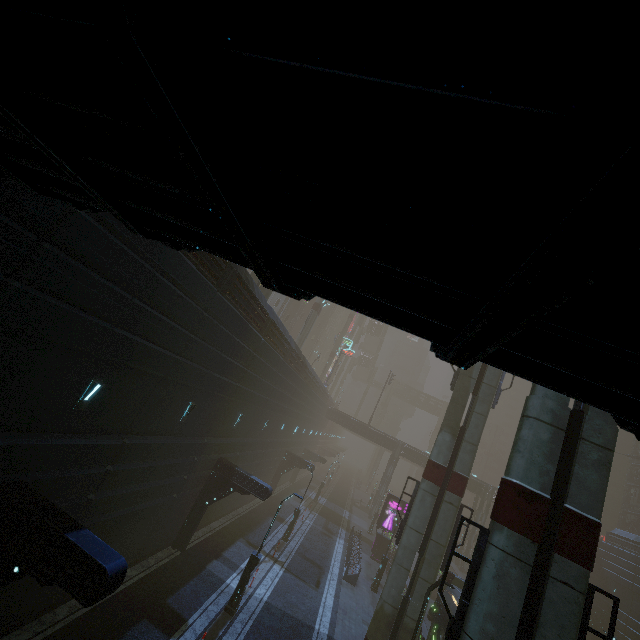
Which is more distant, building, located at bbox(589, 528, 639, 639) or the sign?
building, located at bbox(589, 528, 639, 639)

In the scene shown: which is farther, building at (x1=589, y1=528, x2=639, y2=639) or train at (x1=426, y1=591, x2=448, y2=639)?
building at (x1=589, y1=528, x2=639, y2=639)

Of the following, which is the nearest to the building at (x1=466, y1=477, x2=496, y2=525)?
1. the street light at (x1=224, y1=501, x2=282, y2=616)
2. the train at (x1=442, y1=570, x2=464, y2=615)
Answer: the train at (x1=442, y1=570, x2=464, y2=615)

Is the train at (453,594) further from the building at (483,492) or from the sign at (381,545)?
the sign at (381,545)

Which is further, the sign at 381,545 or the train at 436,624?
the sign at 381,545

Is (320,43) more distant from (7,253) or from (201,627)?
(201,627)

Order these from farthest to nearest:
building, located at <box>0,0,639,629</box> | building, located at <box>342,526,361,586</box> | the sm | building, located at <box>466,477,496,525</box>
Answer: building, located at <box>466,477,496,525</box>, building, located at <box>342,526,361,586</box>, the sm, building, located at <box>0,0,639,629</box>
